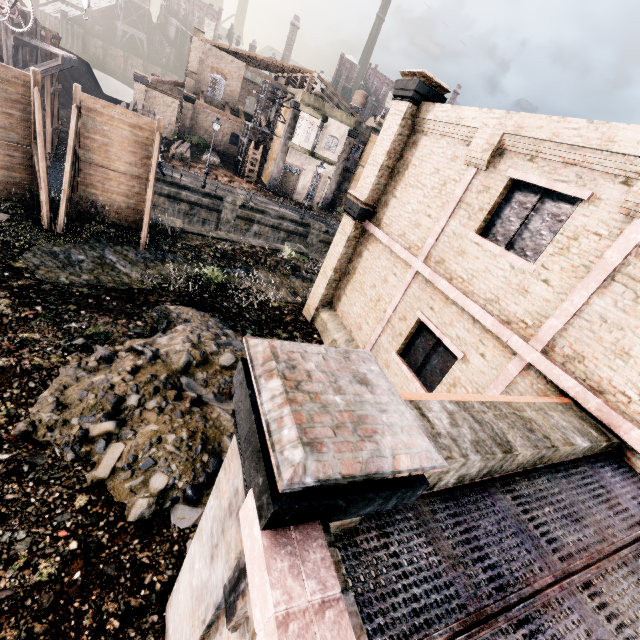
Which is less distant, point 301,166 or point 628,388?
point 628,388

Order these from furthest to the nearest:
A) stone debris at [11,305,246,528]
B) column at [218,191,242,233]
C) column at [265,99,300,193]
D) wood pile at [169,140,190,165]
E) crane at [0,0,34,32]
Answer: column at [265,99,300,193], wood pile at [169,140,190,165], column at [218,191,242,233], crane at [0,0,34,32], stone debris at [11,305,246,528]

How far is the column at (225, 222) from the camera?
28.00m

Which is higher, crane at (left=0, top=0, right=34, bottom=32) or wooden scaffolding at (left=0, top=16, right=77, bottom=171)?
crane at (left=0, top=0, right=34, bottom=32)

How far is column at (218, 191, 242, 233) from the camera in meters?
28.0 m

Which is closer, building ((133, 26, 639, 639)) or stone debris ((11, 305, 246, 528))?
building ((133, 26, 639, 639))

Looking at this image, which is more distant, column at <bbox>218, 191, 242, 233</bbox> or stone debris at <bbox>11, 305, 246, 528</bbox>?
column at <bbox>218, 191, 242, 233</bbox>

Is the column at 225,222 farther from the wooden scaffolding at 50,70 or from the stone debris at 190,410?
the stone debris at 190,410
